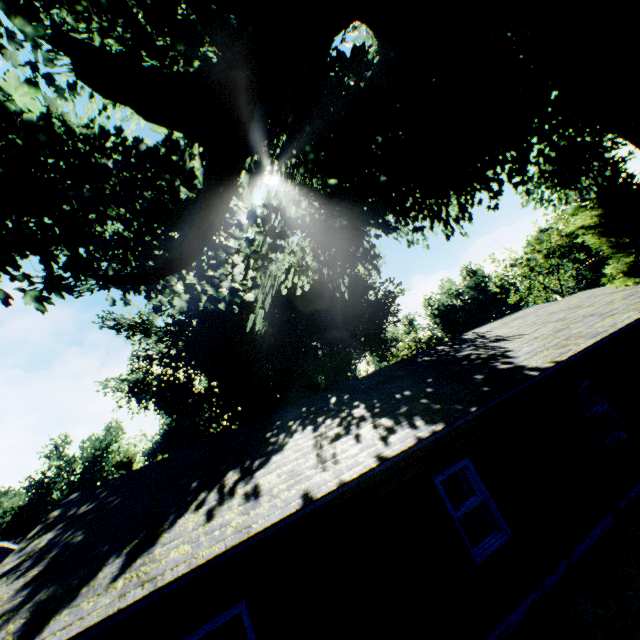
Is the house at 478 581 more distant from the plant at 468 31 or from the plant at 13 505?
the plant at 13 505

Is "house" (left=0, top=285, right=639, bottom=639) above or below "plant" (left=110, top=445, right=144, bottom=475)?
below

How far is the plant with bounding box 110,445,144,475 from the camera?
46.8 meters

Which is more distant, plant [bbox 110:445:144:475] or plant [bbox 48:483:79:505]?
plant [bbox 48:483:79:505]

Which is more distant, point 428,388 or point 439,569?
point 428,388

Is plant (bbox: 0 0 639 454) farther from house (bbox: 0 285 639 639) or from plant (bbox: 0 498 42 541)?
house (bbox: 0 285 639 639)
